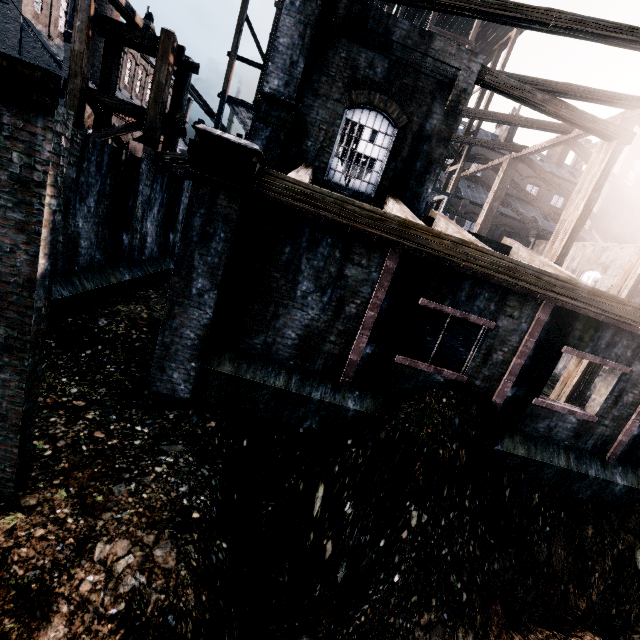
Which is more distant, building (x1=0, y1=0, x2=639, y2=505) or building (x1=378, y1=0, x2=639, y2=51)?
building (x1=378, y1=0, x2=639, y2=51)

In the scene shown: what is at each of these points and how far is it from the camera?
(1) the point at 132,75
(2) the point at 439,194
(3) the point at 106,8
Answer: (1) building, 44.3 meters
(2) wooden scaffolding, 26.8 meters
(3) chimney, 33.7 meters

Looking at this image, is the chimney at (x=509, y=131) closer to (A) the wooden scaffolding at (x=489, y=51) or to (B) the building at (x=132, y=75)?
(B) the building at (x=132, y=75)

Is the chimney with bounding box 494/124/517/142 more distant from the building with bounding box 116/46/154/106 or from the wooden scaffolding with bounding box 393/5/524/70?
the wooden scaffolding with bounding box 393/5/524/70

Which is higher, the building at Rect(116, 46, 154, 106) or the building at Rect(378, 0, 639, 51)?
the building at Rect(116, 46, 154, 106)

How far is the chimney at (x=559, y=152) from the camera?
48.03m

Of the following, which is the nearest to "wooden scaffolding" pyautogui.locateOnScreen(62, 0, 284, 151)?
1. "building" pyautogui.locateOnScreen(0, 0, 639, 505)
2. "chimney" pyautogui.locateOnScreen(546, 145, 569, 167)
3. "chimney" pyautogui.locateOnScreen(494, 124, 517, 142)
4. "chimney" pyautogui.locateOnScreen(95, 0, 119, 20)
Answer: "building" pyautogui.locateOnScreen(0, 0, 639, 505)
